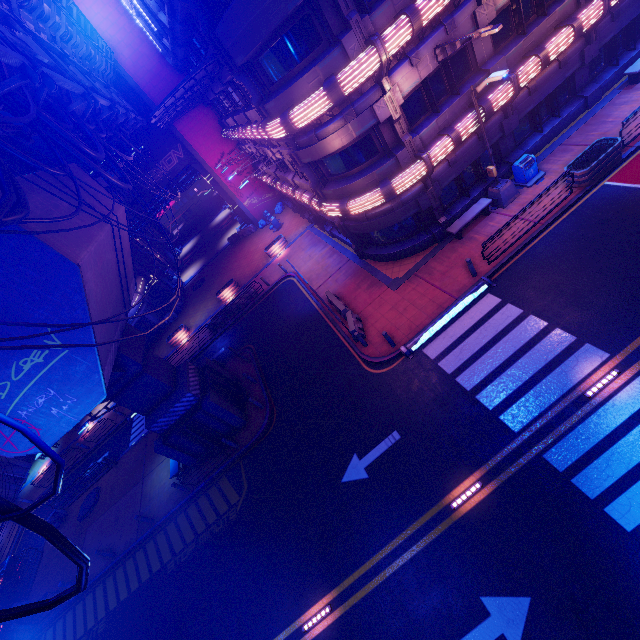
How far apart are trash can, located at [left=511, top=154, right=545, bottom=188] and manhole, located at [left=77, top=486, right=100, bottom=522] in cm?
3189

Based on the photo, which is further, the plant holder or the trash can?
the trash can

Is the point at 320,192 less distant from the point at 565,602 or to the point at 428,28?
the point at 428,28

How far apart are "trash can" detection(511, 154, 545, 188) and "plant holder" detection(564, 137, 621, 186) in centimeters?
116cm

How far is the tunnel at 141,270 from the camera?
36.8m

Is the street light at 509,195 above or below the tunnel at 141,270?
below

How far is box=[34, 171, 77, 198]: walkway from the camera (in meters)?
12.07

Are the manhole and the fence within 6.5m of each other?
yes
